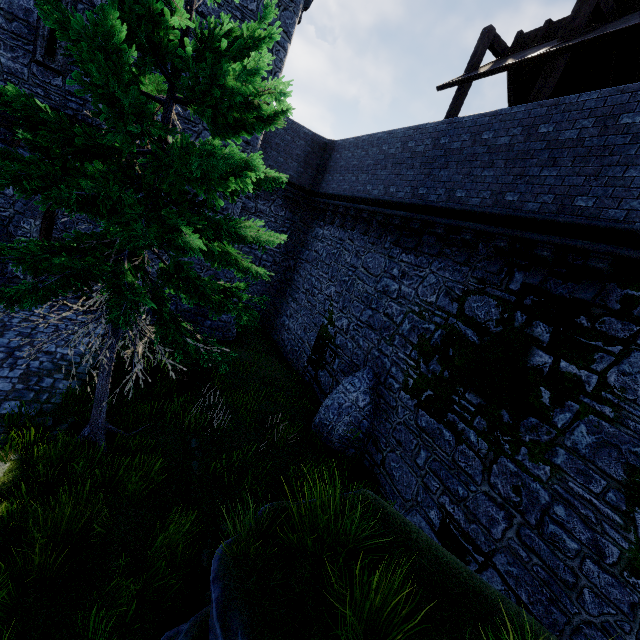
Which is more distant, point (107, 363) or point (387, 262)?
point (387, 262)

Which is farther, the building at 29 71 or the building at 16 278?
the building at 16 278

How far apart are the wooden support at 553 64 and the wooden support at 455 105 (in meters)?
2.62

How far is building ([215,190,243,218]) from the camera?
13.03m

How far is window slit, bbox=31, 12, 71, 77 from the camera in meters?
9.2 m

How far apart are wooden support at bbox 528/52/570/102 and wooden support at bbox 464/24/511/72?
2.62m

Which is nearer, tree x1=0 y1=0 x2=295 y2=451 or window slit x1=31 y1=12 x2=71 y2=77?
tree x1=0 y1=0 x2=295 y2=451
